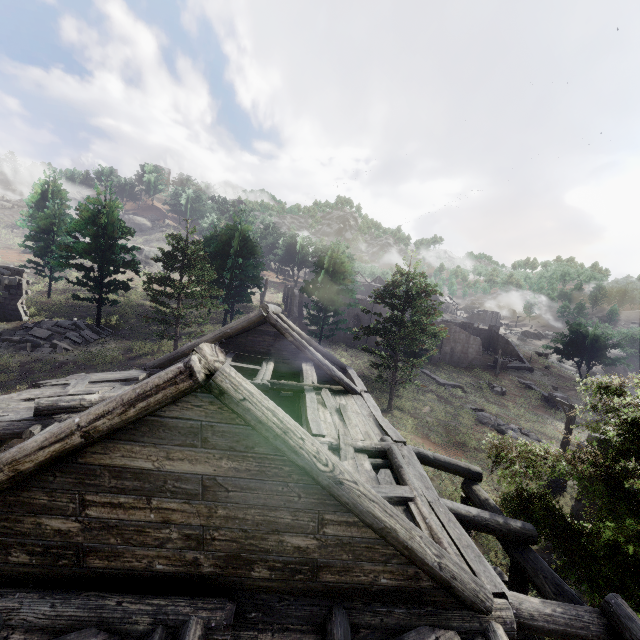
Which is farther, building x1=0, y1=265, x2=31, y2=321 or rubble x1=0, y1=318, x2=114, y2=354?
building x1=0, y1=265, x2=31, y2=321

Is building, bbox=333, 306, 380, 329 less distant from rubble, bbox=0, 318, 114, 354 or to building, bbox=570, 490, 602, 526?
building, bbox=570, 490, 602, 526

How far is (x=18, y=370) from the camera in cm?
1883

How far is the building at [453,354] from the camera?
44.6 meters

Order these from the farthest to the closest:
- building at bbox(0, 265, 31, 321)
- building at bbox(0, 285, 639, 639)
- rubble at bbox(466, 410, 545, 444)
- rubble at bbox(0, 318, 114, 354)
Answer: rubble at bbox(466, 410, 545, 444) < building at bbox(0, 265, 31, 321) < rubble at bbox(0, 318, 114, 354) < building at bbox(0, 285, 639, 639)

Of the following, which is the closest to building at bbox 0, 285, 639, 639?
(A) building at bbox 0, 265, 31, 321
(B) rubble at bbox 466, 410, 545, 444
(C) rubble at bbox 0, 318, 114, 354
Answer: (B) rubble at bbox 466, 410, 545, 444

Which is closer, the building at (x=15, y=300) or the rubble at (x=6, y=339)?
the rubble at (x=6, y=339)

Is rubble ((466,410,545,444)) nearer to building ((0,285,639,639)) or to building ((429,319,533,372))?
building ((0,285,639,639))
